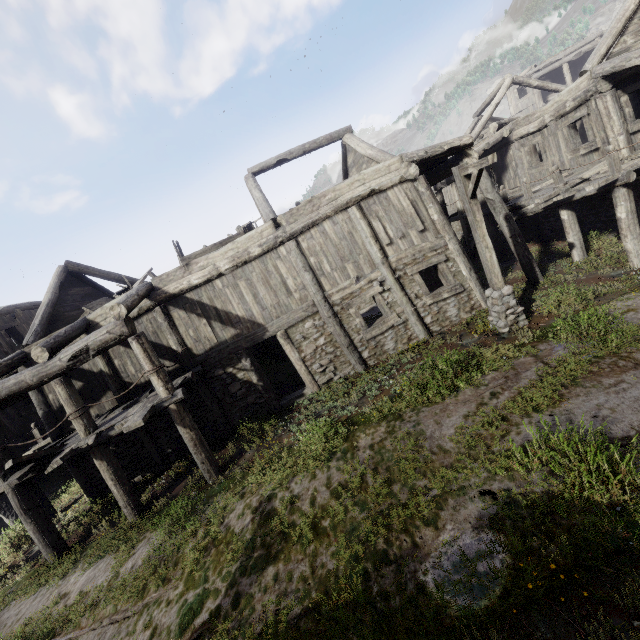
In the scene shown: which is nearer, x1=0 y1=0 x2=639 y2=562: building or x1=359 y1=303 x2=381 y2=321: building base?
x1=0 y1=0 x2=639 y2=562: building

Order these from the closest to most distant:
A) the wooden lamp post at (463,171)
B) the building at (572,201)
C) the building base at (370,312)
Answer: the wooden lamp post at (463,171), the building at (572,201), the building base at (370,312)

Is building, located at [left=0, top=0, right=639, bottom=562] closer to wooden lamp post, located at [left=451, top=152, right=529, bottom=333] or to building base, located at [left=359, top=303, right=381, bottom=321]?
building base, located at [left=359, top=303, right=381, bottom=321]

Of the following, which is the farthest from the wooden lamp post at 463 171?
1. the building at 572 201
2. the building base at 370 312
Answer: the building base at 370 312

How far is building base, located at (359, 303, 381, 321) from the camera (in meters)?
17.94

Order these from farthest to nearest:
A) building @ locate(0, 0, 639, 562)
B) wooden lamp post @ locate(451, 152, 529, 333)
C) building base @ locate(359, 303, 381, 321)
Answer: building base @ locate(359, 303, 381, 321) → building @ locate(0, 0, 639, 562) → wooden lamp post @ locate(451, 152, 529, 333)

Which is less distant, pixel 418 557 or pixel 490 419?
pixel 418 557
